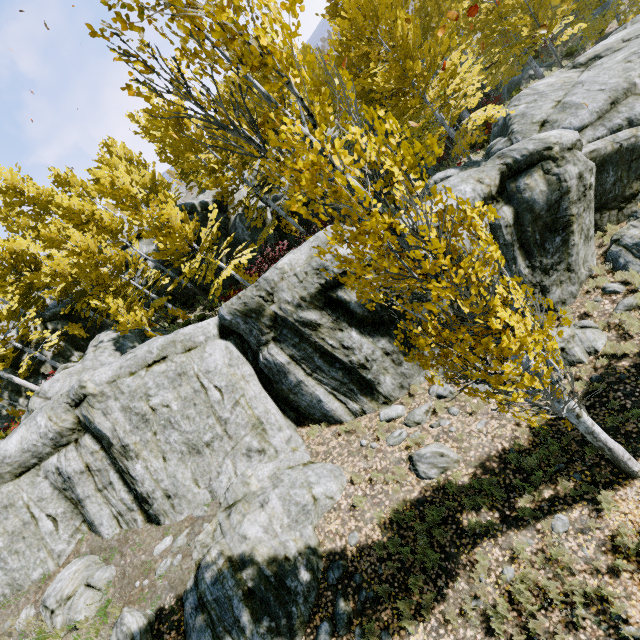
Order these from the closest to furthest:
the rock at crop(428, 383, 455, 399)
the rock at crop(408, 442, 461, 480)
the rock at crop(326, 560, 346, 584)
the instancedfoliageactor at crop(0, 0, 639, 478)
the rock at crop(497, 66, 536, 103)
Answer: the instancedfoliageactor at crop(0, 0, 639, 478) → the rock at crop(326, 560, 346, 584) → the rock at crop(408, 442, 461, 480) → the rock at crop(428, 383, 455, 399) → the rock at crop(497, 66, 536, 103)

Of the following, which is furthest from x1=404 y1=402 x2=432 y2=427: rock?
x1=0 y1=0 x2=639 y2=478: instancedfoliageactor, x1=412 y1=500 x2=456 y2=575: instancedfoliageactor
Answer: x1=0 y1=0 x2=639 y2=478: instancedfoliageactor

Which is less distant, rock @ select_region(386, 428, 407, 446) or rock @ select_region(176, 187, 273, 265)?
rock @ select_region(386, 428, 407, 446)

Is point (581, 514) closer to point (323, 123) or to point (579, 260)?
point (579, 260)

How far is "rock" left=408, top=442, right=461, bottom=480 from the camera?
8.1 meters

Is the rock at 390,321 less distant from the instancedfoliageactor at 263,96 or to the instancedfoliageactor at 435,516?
the instancedfoliageactor at 435,516

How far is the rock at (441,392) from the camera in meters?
9.6
